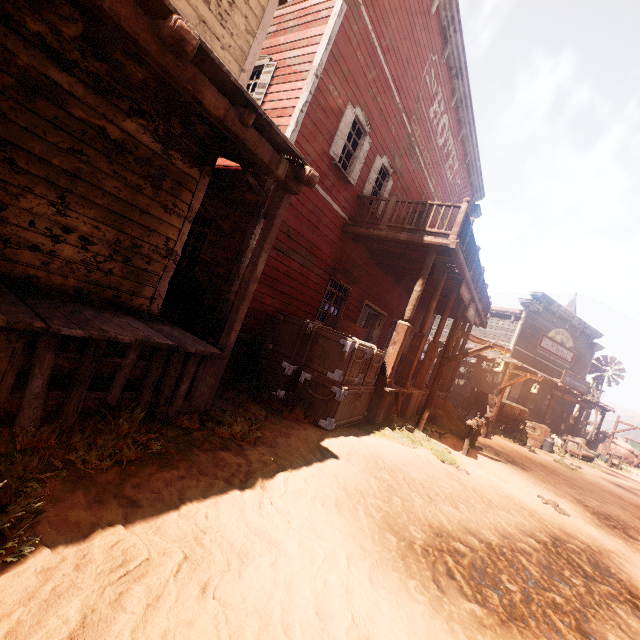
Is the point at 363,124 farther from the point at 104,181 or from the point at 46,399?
the point at 46,399

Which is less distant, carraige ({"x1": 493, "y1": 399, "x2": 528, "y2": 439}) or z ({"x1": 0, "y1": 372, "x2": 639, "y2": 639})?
z ({"x1": 0, "y1": 372, "x2": 639, "y2": 639})

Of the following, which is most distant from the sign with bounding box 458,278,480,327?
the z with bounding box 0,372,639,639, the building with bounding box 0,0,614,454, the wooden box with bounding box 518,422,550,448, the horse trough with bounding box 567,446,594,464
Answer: the horse trough with bounding box 567,446,594,464

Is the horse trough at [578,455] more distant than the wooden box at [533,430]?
Yes

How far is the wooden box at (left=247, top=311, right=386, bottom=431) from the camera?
6.14m

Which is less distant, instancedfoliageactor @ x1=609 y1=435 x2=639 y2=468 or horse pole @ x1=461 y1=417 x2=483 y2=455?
horse pole @ x1=461 y1=417 x2=483 y2=455

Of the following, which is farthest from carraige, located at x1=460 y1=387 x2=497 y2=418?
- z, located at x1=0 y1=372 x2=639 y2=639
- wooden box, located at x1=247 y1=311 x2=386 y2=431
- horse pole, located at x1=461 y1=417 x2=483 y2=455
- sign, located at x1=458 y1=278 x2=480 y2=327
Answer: wooden box, located at x1=247 y1=311 x2=386 y2=431

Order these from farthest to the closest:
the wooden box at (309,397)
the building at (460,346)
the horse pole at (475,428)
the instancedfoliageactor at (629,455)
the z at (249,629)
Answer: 1. the instancedfoliageactor at (629,455)
2. the building at (460,346)
3. the horse pole at (475,428)
4. the wooden box at (309,397)
5. the z at (249,629)
